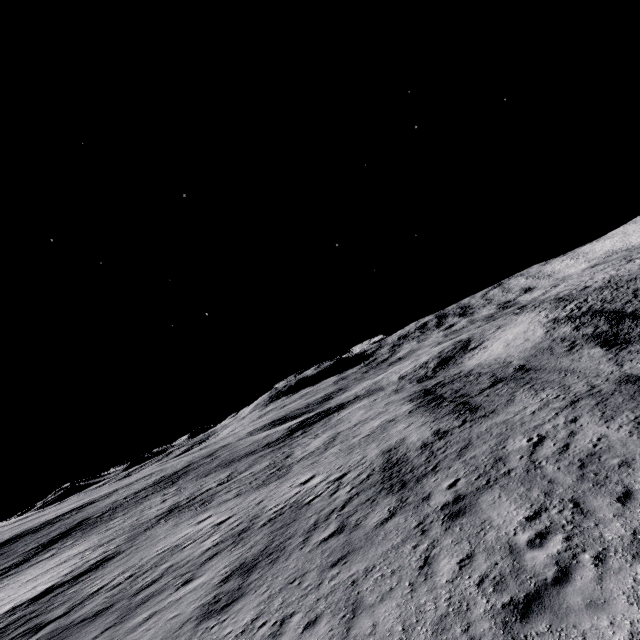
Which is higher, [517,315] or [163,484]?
[163,484]
